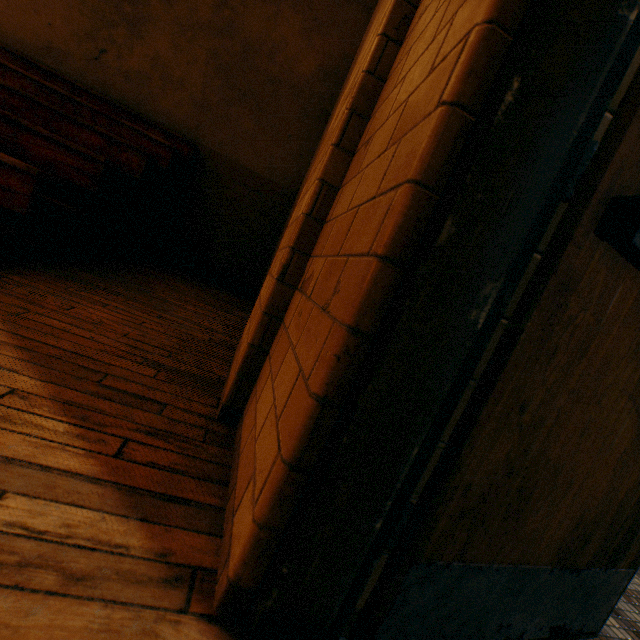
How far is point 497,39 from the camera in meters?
0.6 m

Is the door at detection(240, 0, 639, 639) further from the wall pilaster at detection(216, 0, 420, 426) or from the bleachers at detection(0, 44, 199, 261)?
the bleachers at detection(0, 44, 199, 261)

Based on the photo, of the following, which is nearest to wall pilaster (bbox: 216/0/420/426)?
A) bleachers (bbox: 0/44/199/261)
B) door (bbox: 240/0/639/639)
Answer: door (bbox: 240/0/639/639)

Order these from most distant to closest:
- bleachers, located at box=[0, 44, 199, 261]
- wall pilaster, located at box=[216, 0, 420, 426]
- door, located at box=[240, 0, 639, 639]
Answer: bleachers, located at box=[0, 44, 199, 261] → wall pilaster, located at box=[216, 0, 420, 426] → door, located at box=[240, 0, 639, 639]

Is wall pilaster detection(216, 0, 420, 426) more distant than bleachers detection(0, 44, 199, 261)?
No

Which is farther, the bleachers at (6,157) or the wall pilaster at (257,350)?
the bleachers at (6,157)

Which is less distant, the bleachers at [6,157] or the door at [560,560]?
the door at [560,560]
